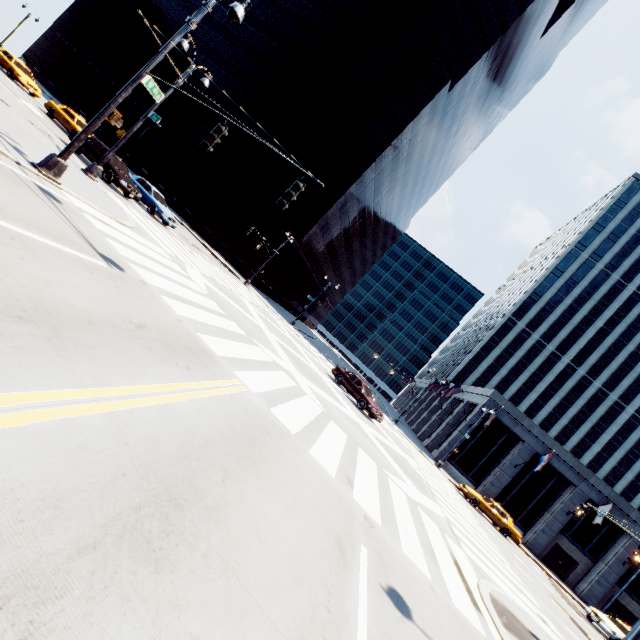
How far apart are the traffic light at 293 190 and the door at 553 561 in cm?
4215

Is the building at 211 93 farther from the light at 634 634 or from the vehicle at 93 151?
the light at 634 634

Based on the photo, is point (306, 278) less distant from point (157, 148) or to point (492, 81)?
point (157, 148)

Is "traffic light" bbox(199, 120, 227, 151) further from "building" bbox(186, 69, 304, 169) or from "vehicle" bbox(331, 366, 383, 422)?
"building" bbox(186, 69, 304, 169)

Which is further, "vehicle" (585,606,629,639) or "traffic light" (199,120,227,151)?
"vehicle" (585,606,629,639)

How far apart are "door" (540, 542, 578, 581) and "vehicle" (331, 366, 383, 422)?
26.71m

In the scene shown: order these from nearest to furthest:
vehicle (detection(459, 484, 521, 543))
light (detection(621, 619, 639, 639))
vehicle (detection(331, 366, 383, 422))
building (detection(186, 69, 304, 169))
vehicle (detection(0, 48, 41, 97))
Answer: light (detection(621, 619, 639, 639)) → vehicle (detection(331, 366, 383, 422)) → vehicle (detection(0, 48, 41, 97)) → vehicle (detection(459, 484, 521, 543)) → building (detection(186, 69, 304, 169))

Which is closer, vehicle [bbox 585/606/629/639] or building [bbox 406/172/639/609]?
vehicle [bbox 585/606/629/639]
